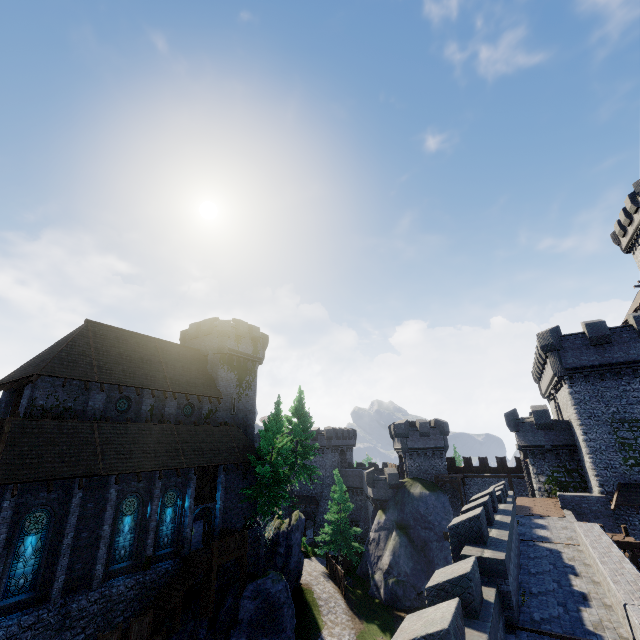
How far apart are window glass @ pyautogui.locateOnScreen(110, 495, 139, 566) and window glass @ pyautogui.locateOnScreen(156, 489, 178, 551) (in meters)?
1.53

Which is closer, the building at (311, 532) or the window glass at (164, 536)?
the window glass at (164, 536)

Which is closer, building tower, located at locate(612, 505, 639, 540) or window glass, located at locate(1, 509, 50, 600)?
window glass, located at locate(1, 509, 50, 600)

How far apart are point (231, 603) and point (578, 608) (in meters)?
22.17

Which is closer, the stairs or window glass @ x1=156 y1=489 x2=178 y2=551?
the stairs

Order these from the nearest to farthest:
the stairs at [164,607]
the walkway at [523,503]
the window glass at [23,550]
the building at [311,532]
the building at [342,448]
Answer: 1. the window glass at [23,550]
2. the stairs at [164,607]
3. the walkway at [523,503]
4. the building at [311,532]
5. the building at [342,448]

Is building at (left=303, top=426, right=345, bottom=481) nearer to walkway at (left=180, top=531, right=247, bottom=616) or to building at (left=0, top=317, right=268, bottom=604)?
building at (left=0, top=317, right=268, bottom=604)

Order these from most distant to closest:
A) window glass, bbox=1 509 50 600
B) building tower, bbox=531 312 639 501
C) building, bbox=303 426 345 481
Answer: building, bbox=303 426 345 481, building tower, bbox=531 312 639 501, window glass, bbox=1 509 50 600
